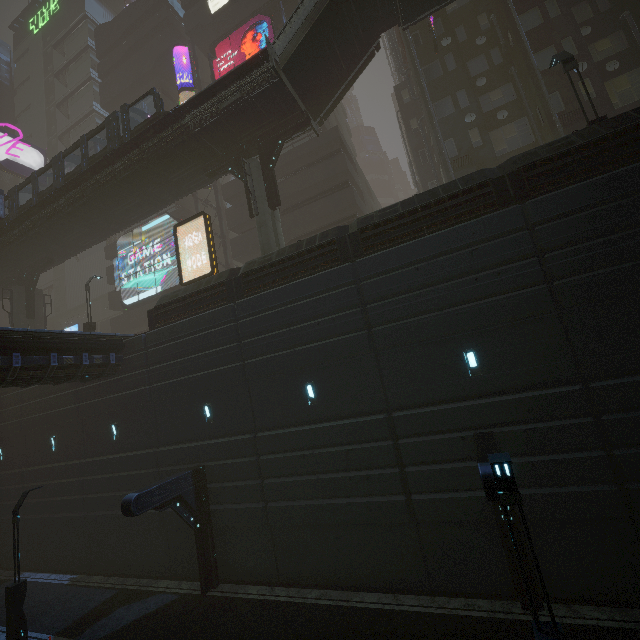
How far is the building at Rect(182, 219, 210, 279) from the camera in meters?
30.9

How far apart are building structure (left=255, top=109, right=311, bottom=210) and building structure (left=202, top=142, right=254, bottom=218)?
0.68m

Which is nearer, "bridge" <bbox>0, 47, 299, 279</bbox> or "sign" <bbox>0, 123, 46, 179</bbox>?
"bridge" <bbox>0, 47, 299, 279</bbox>

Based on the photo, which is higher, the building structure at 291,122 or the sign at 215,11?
the sign at 215,11

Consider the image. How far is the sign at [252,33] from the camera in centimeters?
2748cm

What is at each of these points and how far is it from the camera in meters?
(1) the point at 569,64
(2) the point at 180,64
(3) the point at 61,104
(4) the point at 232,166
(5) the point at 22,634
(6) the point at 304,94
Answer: (1) street light, 12.9 m
(2) building, 37.2 m
(3) building, 52.3 m
(4) building structure, 20.6 m
(5) street light, 11.7 m
(6) stairs, 18.3 m

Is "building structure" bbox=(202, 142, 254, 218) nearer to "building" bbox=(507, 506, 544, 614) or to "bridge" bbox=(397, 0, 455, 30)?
"building" bbox=(507, 506, 544, 614)

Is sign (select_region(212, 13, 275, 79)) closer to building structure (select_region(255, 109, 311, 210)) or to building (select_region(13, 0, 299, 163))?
building (select_region(13, 0, 299, 163))
